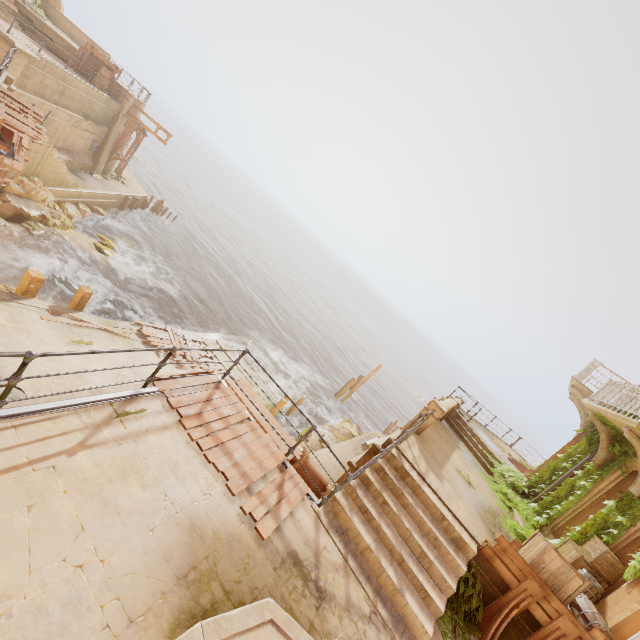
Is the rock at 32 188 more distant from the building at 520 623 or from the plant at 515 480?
the building at 520 623

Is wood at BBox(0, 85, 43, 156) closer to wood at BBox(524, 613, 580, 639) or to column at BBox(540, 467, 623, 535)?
wood at BBox(524, 613, 580, 639)

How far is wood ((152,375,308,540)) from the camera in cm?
522

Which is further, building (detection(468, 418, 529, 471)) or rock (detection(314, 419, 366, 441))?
rock (detection(314, 419, 366, 441))

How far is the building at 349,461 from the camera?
8.4m

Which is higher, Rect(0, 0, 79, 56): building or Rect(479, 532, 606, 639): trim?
Rect(0, 0, 79, 56): building

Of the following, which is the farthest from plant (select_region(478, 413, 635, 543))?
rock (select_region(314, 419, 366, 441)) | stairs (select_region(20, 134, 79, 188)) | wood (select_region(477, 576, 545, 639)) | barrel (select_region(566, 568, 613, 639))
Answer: stairs (select_region(20, 134, 79, 188))

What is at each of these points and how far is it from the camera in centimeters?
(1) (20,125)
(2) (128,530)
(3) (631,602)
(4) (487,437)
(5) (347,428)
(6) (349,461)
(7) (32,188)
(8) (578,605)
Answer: (1) wood, 884cm
(2) building, 366cm
(3) column, 682cm
(4) building, 1777cm
(5) rock, 2198cm
(6) building, 848cm
(7) rock, 1752cm
(8) barrel, 714cm
